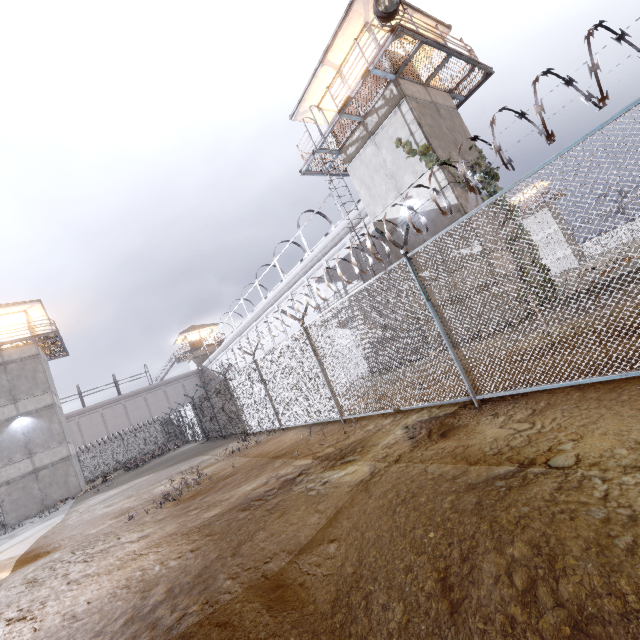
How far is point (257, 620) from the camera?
2.8 meters

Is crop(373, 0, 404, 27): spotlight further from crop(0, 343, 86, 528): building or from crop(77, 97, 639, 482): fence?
crop(0, 343, 86, 528): building

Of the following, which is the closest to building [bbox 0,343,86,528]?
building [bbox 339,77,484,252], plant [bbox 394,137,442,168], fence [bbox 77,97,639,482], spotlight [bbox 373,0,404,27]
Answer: fence [bbox 77,97,639,482]

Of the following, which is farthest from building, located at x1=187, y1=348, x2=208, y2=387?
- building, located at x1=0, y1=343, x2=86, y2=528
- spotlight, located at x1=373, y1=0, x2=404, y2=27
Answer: spotlight, located at x1=373, y1=0, x2=404, y2=27

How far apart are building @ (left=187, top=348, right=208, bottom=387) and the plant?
42.9m

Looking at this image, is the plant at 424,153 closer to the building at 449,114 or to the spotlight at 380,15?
the building at 449,114

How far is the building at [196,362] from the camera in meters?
47.6 m

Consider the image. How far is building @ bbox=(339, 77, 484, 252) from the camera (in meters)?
12.48
